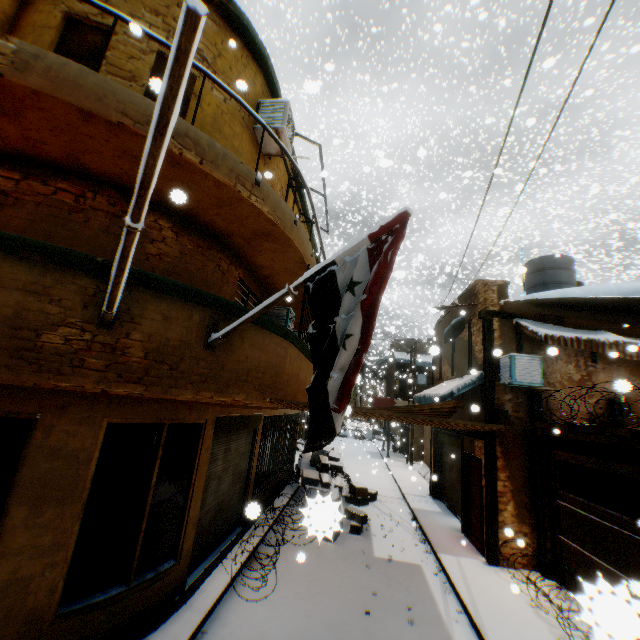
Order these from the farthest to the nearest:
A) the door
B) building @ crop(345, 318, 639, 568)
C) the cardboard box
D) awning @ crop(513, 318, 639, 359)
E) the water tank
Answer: the cardboard box
the water tank
the door
awning @ crop(513, 318, 639, 359)
building @ crop(345, 318, 639, 568)

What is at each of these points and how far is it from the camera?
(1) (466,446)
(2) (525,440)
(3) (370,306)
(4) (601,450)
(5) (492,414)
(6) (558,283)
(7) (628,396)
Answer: (1) building, 10.83m
(2) building, 9.02m
(3) flag, 2.92m
(4) wooden beam, 6.60m
(5) wooden beam, 9.26m
(6) water tank, 11.74m
(7) building, 9.04m

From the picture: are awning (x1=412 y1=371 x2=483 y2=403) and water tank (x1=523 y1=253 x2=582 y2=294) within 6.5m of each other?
yes

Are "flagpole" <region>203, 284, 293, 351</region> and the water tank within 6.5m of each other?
no

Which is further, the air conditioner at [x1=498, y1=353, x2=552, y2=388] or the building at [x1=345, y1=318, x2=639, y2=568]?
the air conditioner at [x1=498, y1=353, x2=552, y2=388]

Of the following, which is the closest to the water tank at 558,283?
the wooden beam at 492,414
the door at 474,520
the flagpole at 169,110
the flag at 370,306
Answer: the wooden beam at 492,414

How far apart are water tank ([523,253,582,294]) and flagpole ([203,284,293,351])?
11.85m

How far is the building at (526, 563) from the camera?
8.3m
